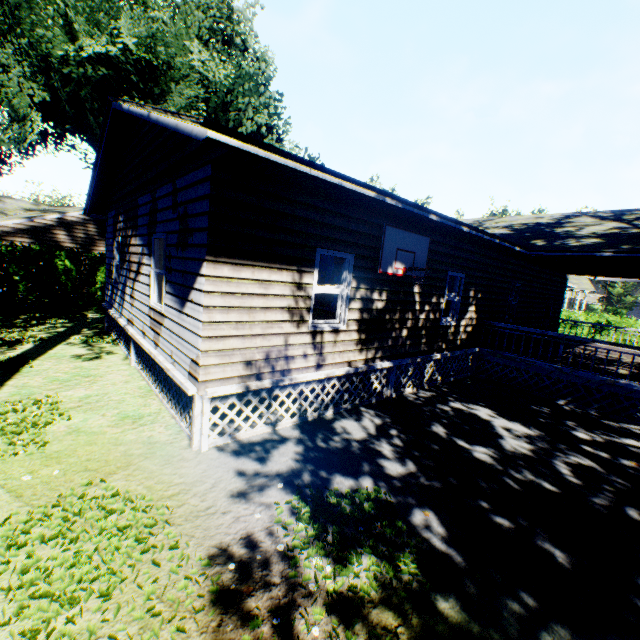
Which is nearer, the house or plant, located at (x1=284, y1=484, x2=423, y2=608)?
plant, located at (x1=284, y1=484, x2=423, y2=608)

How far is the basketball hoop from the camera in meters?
6.8 m

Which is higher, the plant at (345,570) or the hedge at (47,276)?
the hedge at (47,276)

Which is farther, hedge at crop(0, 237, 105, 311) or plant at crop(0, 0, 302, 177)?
plant at crop(0, 0, 302, 177)

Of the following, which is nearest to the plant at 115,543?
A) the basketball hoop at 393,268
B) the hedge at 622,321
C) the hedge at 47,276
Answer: the hedge at 47,276

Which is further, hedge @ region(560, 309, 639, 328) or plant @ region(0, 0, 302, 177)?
hedge @ region(560, 309, 639, 328)

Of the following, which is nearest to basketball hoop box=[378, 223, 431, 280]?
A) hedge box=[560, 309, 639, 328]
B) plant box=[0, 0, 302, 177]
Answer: plant box=[0, 0, 302, 177]

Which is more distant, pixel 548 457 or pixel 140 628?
pixel 548 457
